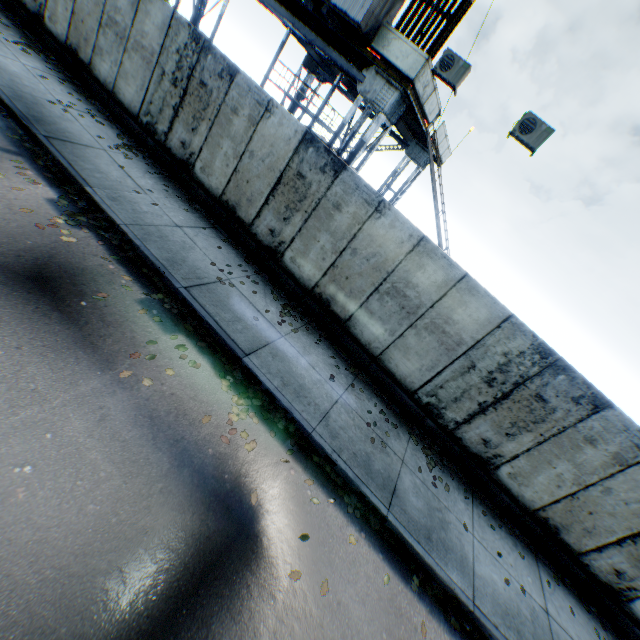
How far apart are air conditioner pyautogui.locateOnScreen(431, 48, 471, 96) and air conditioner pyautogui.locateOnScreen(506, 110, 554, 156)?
1.8 meters

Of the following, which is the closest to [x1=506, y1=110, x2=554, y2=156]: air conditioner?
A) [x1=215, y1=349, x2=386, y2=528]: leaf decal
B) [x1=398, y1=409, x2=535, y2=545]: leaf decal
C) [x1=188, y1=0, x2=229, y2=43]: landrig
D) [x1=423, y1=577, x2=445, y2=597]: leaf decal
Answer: [x1=188, y1=0, x2=229, y2=43]: landrig

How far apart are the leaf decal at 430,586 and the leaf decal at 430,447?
1.8m

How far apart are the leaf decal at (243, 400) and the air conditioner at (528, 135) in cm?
897

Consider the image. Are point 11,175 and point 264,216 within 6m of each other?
yes

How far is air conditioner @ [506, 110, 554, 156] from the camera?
8.1m

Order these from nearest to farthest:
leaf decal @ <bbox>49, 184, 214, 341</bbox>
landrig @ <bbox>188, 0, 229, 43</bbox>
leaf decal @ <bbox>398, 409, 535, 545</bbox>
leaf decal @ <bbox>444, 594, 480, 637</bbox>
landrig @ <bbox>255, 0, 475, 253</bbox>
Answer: leaf decal @ <bbox>444, 594, 480, 637</bbox>
leaf decal @ <bbox>49, 184, 214, 341</bbox>
leaf decal @ <bbox>398, 409, 535, 545</bbox>
landrig @ <bbox>255, 0, 475, 253</bbox>
landrig @ <bbox>188, 0, 229, 43</bbox>

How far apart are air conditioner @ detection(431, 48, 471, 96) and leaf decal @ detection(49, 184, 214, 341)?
8.9m
